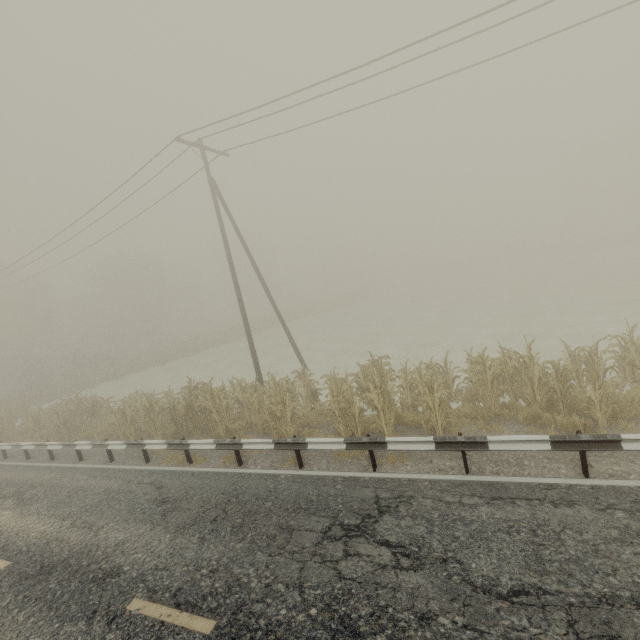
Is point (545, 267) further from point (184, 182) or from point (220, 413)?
point (220, 413)

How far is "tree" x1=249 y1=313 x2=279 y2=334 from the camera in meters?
44.9 m

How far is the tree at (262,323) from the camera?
44.9m

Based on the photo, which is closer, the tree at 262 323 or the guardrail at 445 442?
the guardrail at 445 442

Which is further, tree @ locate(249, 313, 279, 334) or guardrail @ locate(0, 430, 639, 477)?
tree @ locate(249, 313, 279, 334)
